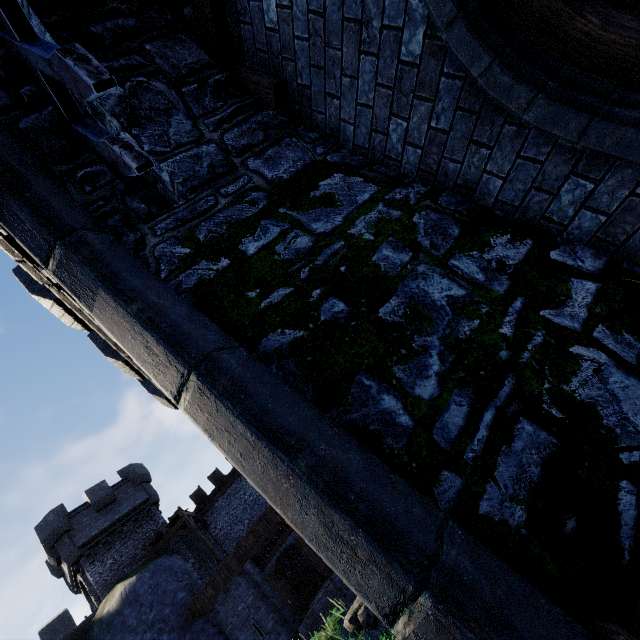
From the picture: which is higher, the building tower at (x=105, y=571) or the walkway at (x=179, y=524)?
the building tower at (x=105, y=571)

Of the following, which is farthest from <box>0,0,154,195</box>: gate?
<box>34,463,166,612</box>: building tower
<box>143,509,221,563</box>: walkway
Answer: <box>34,463,166,612</box>: building tower

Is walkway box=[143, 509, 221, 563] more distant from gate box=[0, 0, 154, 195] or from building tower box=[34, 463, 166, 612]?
gate box=[0, 0, 154, 195]

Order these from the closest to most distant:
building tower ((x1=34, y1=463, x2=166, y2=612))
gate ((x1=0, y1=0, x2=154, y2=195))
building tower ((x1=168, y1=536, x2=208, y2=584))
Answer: gate ((x1=0, y1=0, x2=154, y2=195)) → building tower ((x1=34, y1=463, x2=166, y2=612)) → building tower ((x1=168, y1=536, x2=208, y2=584))

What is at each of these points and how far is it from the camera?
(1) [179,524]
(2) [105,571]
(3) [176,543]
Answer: (1) walkway, 21.88m
(2) building tower, 20.61m
(3) building tower, 22.98m

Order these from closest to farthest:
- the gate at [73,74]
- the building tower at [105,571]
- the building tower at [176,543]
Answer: the gate at [73,74] < the building tower at [105,571] < the building tower at [176,543]

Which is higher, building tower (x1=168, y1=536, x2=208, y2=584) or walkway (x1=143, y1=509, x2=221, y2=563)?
walkway (x1=143, y1=509, x2=221, y2=563)
